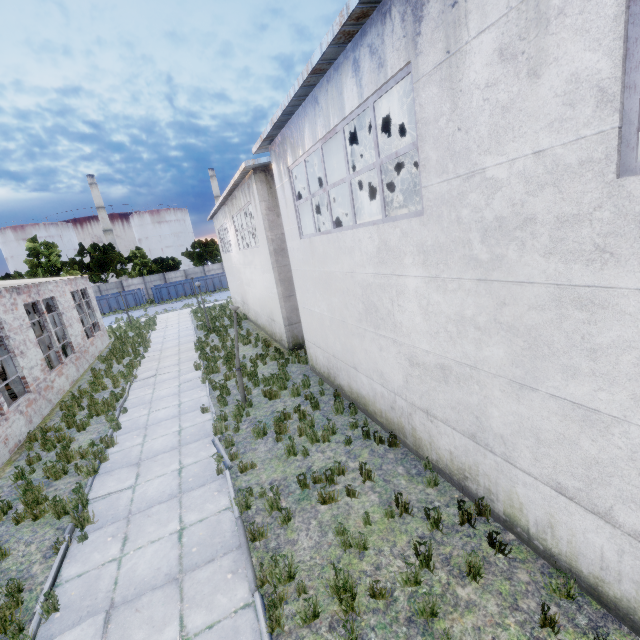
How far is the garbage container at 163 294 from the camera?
42.66m

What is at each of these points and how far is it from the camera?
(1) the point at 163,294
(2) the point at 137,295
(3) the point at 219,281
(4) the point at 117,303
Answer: (1) garbage container, 42.97m
(2) garbage container, 41.78m
(3) garbage container, 45.56m
(4) garbage container, 41.00m

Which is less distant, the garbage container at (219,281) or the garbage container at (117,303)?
the garbage container at (117,303)

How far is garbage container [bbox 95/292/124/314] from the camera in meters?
40.3 m

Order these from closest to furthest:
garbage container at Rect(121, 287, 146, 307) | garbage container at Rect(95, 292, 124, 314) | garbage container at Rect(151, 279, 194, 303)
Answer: garbage container at Rect(95, 292, 124, 314) → garbage container at Rect(121, 287, 146, 307) → garbage container at Rect(151, 279, 194, 303)

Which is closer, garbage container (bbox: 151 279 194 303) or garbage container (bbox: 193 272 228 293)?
garbage container (bbox: 151 279 194 303)

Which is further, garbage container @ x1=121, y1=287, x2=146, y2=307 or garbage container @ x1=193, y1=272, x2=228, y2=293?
garbage container @ x1=193, y1=272, x2=228, y2=293
